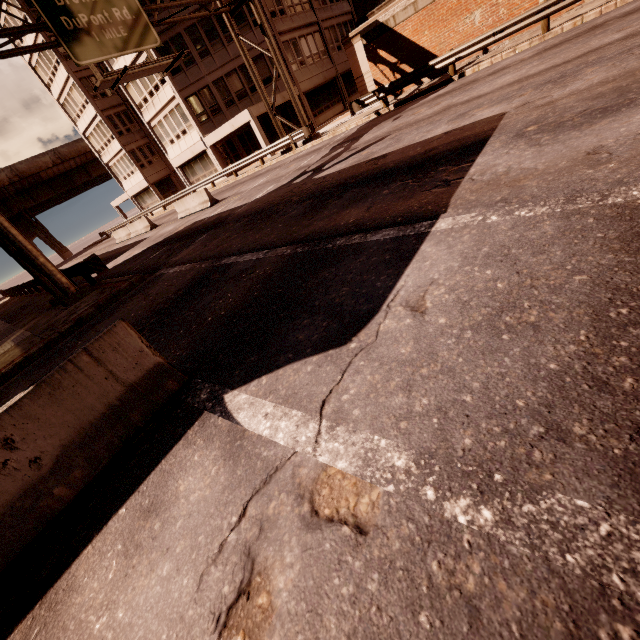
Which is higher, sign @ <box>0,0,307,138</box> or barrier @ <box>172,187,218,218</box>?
sign @ <box>0,0,307,138</box>

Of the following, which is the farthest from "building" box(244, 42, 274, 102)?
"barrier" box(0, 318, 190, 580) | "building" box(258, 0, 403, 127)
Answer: "barrier" box(0, 318, 190, 580)

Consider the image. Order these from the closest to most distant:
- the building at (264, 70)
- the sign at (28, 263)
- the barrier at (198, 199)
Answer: the sign at (28, 263), the barrier at (198, 199), the building at (264, 70)

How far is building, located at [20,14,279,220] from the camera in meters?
26.4

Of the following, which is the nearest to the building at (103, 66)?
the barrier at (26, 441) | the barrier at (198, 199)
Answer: the barrier at (198, 199)

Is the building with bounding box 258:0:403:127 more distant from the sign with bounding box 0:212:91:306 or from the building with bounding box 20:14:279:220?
the sign with bounding box 0:212:91:306

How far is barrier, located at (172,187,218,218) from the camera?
18.2m

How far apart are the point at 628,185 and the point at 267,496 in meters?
4.3 m
